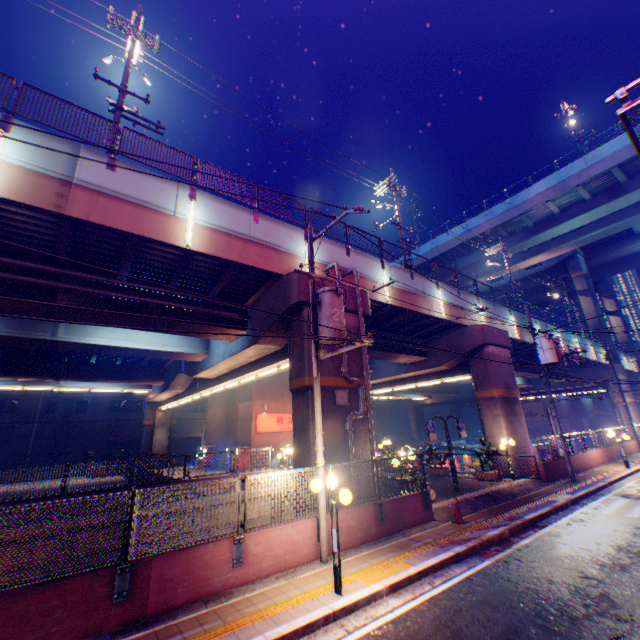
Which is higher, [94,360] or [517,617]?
[94,360]

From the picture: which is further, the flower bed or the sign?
the sign

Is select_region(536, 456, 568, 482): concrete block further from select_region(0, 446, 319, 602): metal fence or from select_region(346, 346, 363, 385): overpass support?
select_region(346, 346, 363, 385): overpass support

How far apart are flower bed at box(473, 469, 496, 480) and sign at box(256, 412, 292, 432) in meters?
15.8

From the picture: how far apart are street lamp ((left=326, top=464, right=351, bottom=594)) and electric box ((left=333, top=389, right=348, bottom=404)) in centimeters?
410cm

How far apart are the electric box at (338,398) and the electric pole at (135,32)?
13.7 meters

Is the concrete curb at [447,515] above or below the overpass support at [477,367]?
below

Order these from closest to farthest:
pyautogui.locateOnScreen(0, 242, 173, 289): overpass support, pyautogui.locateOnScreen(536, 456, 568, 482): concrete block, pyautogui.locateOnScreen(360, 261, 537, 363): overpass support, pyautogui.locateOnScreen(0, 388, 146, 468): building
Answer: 1. pyautogui.locateOnScreen(0, 242, 173, 289): overpass support
2. pyautogui.locateOnScreen(536, 456, 568, 482): concrete block
3. pyautogui.locateOnScreen(360, 261, 537, 363): overpass support
4. pyautogui.locateOnScreen(0, 388, 146, 468): building
